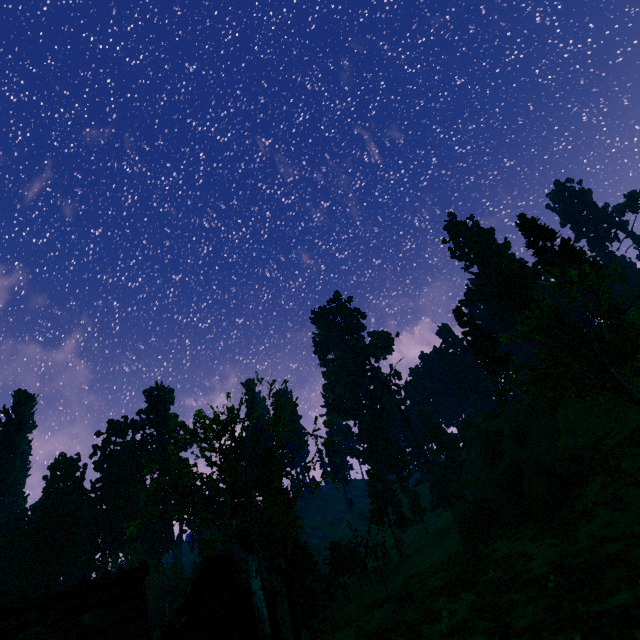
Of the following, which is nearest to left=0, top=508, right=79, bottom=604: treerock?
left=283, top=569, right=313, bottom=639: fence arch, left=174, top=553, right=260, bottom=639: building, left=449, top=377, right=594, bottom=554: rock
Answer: left=174, top=553, right=260, bottom=639: building

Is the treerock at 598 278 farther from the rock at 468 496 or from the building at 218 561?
the rock at 468 496

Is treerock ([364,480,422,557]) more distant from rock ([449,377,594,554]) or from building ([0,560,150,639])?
rock ([449,377,594,554])

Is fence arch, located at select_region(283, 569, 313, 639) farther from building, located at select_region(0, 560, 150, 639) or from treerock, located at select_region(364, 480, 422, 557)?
building, located at select_region(0, 560, 150, 639)

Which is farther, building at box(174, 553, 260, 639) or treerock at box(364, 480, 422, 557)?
treerock at box(364, 480, 422, 557)

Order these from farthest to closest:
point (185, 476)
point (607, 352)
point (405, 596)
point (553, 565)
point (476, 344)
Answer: point (476, 344) < point (405, 596) < point (185, 476) < point (607, 352) < point (553, 565)

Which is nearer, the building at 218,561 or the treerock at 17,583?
the building at 218,561
